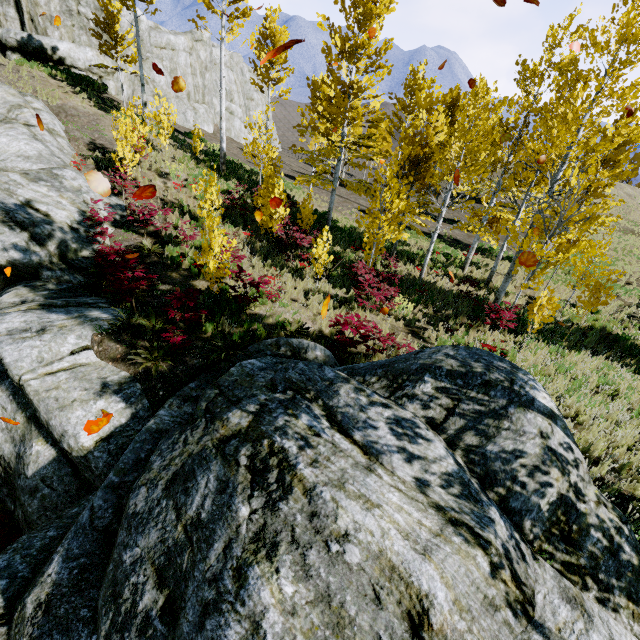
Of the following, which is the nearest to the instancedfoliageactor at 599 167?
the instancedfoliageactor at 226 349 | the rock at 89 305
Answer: the rock at 89 305

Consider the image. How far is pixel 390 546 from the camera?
3.2m

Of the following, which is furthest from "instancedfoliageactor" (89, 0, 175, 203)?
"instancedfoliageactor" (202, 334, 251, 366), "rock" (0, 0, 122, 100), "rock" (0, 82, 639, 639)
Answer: "rock" (0, 0, 122, 100)

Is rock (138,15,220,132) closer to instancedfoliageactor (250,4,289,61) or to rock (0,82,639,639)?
instancedfoliageactor (250,4,289,61)

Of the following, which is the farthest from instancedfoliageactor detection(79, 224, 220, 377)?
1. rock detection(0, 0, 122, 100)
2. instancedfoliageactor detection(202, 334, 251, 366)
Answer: rock detection(0, 0, 122, 100)

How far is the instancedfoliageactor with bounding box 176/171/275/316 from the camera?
8.18m

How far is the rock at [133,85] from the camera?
22.92m
